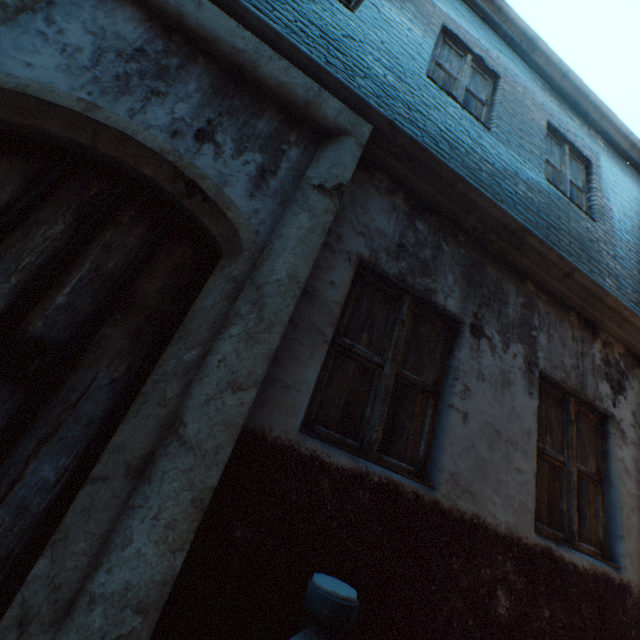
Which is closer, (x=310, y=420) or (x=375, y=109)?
(x=310, y=420)
